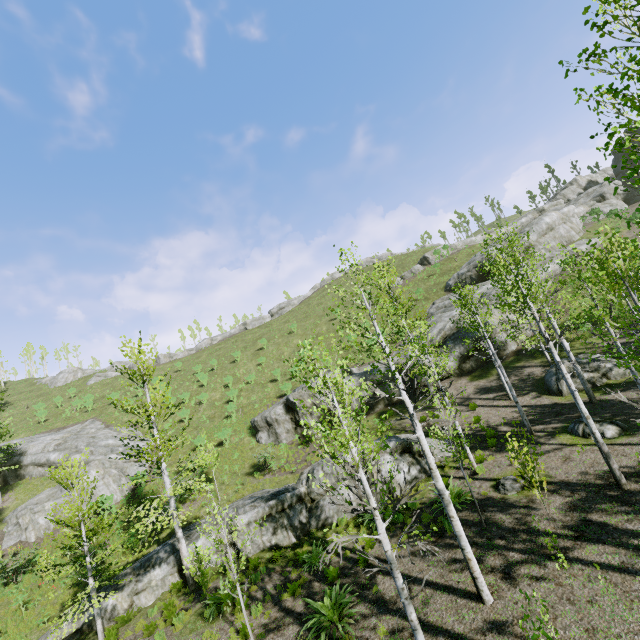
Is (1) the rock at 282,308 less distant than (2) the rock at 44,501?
No

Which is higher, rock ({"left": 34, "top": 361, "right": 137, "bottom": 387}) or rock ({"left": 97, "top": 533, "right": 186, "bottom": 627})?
rock ({"left": 34, "top": 361, "right": 137, "bottom": 387})

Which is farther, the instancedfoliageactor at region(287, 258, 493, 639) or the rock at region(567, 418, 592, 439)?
the rock at region(567, 418, 592, 439)

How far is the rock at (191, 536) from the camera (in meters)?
15.55

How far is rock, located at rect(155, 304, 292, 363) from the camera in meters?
54.2 m

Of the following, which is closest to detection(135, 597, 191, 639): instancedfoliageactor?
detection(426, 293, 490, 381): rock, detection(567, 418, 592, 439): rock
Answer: detection(567, 418, 592, 439): rock

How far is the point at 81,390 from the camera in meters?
48.5

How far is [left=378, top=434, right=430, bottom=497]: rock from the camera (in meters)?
15.43
